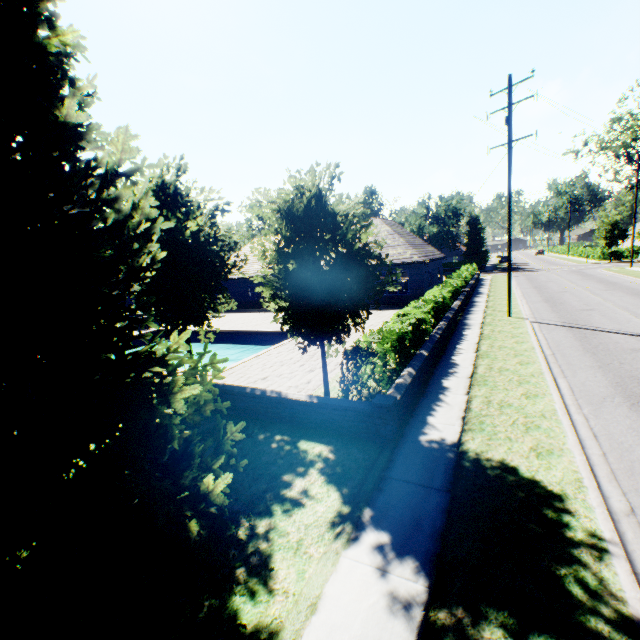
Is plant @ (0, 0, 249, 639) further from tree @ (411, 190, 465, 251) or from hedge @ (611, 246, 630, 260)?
hedge @ (611, 246, 630, 260)

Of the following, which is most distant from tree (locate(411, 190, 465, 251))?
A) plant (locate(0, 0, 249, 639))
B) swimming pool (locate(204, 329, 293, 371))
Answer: plant (locate(0, 0, 249, 639))

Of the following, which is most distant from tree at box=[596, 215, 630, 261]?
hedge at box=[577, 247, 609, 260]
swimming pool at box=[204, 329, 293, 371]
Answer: hedge at box=[577, 247, 609, 260]

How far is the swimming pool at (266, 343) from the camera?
17.44m

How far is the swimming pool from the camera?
17.44m

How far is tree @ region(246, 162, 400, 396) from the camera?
7.4m

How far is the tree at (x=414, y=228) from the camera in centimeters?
5447cm

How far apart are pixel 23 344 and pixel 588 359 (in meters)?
14.28
